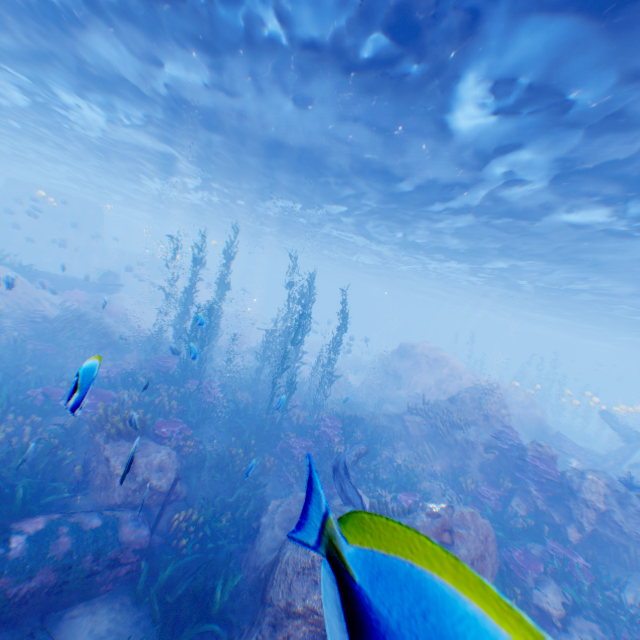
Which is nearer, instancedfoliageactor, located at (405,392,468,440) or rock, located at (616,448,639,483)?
instancedfoliageactor, located at (405,392,468,440)

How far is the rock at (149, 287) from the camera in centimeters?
3053cm

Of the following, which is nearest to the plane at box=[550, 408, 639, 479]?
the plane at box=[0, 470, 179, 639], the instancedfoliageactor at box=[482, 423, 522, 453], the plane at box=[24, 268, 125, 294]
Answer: the instancedfoliageactor at box=[482, 423, 522, 453]

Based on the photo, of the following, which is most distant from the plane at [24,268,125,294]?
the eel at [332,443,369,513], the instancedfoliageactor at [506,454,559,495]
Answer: the instancedfoliageactor at [506,454,559,495]

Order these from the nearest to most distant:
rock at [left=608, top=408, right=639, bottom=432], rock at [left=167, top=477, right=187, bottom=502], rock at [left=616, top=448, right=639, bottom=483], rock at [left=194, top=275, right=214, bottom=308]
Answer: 1. rock at [left=167, top=477, right=187, bottom=502]
2. rock at [left=616, top=448, right=639, bottom=483]
3. rock at [left=608, top=408, right=639, bottom=432]
4. rock at [left=194, top=275, right=214, bottom=308]

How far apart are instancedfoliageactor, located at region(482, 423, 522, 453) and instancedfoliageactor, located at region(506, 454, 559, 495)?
0.5 meters

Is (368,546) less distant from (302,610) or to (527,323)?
(302,610)
